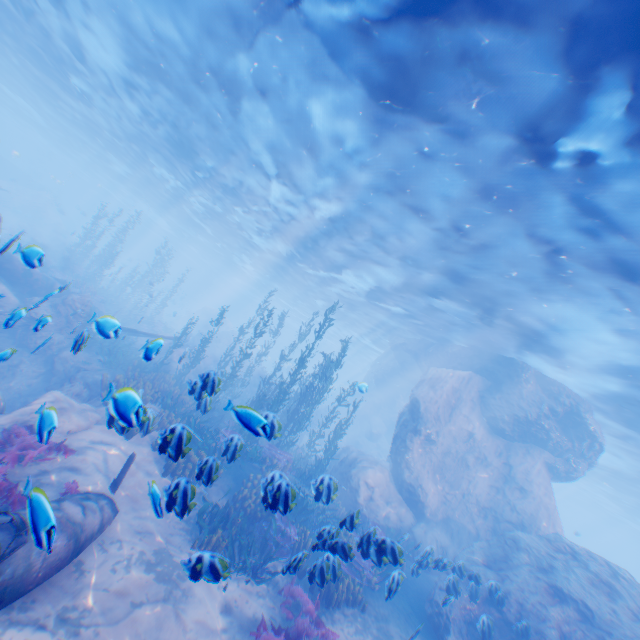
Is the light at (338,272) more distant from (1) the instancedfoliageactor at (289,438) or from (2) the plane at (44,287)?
(2) the plane at (44,287)

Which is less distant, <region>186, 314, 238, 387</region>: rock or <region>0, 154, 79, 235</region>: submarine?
<region>186, 314, 238, 387</region>: rock

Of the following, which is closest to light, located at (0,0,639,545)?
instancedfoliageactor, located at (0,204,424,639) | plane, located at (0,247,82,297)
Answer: instancedfoliageactor, located at (0,204,424,639)

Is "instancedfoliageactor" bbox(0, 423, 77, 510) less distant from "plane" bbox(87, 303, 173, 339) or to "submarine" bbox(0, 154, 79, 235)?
"plane" bbox(87, 303, 173, 339)

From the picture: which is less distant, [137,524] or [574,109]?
[574,109]

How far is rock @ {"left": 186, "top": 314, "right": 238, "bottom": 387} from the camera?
6.8m

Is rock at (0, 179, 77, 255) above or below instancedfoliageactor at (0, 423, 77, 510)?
above

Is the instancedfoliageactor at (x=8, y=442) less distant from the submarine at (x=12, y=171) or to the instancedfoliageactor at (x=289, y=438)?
the instancedfoliageactor at (x=289, y=438)
